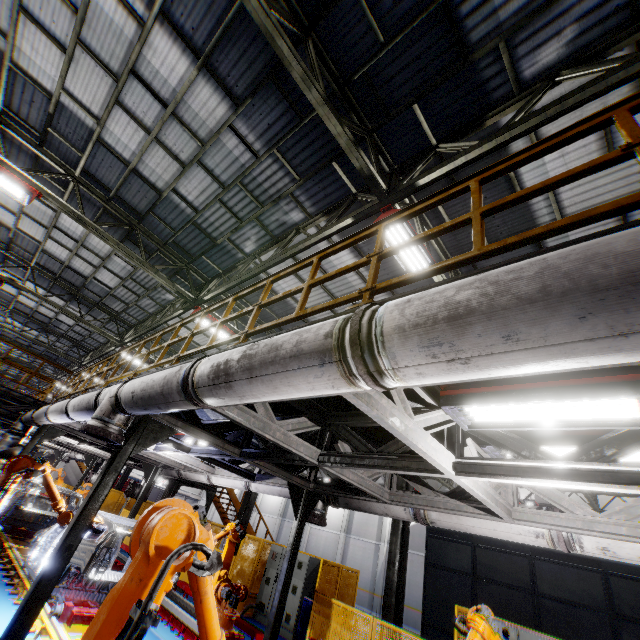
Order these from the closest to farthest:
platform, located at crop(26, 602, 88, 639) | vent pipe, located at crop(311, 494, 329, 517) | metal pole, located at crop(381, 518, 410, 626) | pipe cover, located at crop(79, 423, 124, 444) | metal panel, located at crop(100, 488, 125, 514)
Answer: pipe cover, located at crop(79, 423, 124, 444), platform, located at crop(26, 602, 88, 639), vent pipe, located at crop(311, 494, 329, 517), metal pole, located at crop(381, 518, 410, 626), metal panel, located at crop(100, 488, 125, 514)

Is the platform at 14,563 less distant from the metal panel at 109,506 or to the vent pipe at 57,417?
the vent pipe at 57,417

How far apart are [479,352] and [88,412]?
6.18m

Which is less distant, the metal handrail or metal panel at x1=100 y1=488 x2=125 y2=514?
the metal handrail

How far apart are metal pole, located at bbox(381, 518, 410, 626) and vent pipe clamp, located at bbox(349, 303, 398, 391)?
9.7m

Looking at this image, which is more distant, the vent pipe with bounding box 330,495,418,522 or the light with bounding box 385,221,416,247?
the light with bounding box 385,221,416,247

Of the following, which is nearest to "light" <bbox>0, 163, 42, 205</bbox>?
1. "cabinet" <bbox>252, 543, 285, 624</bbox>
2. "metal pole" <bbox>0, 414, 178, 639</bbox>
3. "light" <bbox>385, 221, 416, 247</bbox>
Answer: "metal pole" <bbox>0, 414, 178, 639</bbox>

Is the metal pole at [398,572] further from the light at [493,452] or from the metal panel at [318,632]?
the light at [493,452]
